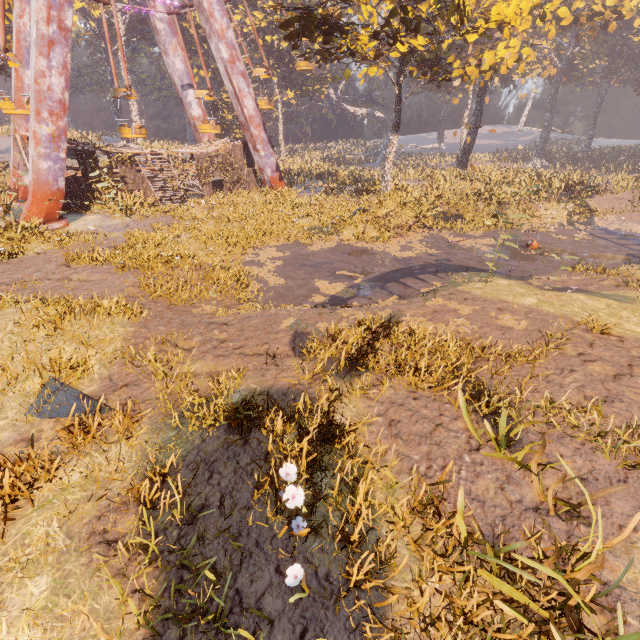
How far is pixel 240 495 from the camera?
4.05m

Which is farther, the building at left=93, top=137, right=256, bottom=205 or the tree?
the building at left=93, top=137, right=256, bottom=205

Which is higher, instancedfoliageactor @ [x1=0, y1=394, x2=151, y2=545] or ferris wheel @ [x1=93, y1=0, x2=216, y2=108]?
ferris wheel @ [x1=93, y1=0, x2=216, y2=108]

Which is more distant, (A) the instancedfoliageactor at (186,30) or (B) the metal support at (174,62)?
(A) the instancedfoliageactor at (186,30)

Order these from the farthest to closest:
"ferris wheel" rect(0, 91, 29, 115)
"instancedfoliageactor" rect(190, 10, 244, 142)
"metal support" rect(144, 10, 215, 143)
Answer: "instancedfoliageactor" rect(190, 10, 244, 142) → "metal support" rect(144, 10, 215, 143) → "ferris wheel" rect(0, 91, 29, 115)

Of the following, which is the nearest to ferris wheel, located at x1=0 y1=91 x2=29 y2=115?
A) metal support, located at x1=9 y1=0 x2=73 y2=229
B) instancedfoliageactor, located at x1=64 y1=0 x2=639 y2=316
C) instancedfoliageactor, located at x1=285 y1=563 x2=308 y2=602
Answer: metal support, located at x1=9 y1=0 x2=73 y2=229

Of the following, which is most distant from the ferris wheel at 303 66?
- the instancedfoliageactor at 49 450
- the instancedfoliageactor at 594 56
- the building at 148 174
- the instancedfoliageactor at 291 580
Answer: the instancedfoliageactor at 291 580

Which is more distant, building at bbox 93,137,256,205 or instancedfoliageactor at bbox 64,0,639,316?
building at bbox 93,137,256,205
